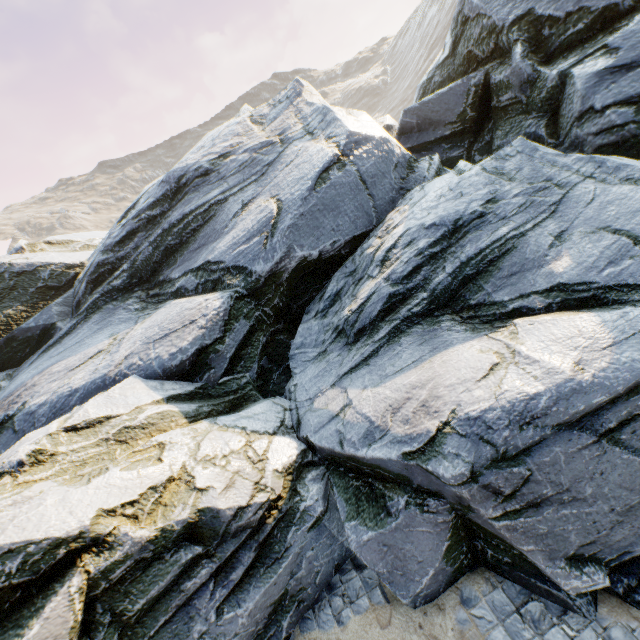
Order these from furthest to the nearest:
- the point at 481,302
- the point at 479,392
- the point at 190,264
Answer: the point at 190,264 → the point at 481,302 → the point at 479,392
